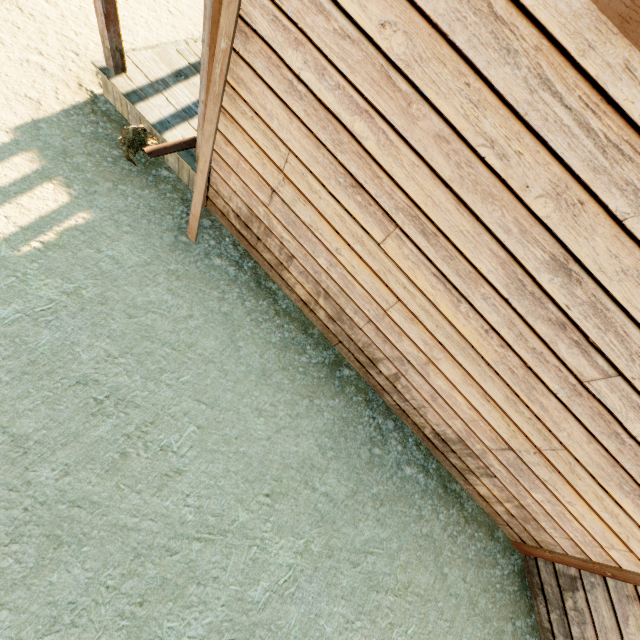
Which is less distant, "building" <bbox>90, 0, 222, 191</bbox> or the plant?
"building" <bbox>90, 0, 222, 191</bbox>

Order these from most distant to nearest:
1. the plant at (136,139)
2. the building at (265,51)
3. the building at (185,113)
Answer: the plant at (136,139) → the building at (185,113) → the building at (265,51)

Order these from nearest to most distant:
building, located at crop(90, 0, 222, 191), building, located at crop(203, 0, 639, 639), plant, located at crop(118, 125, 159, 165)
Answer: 1. building, located at crop(203, 0, 639, 639)
2. building, located at crop(90, 0, 222, 191)
3. plant, located at crop(118, 125, 159, 165)

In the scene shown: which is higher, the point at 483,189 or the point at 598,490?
the point at 483,189

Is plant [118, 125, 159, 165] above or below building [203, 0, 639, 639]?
below

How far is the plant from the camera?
3.89m

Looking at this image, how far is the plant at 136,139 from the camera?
3.9 meters
